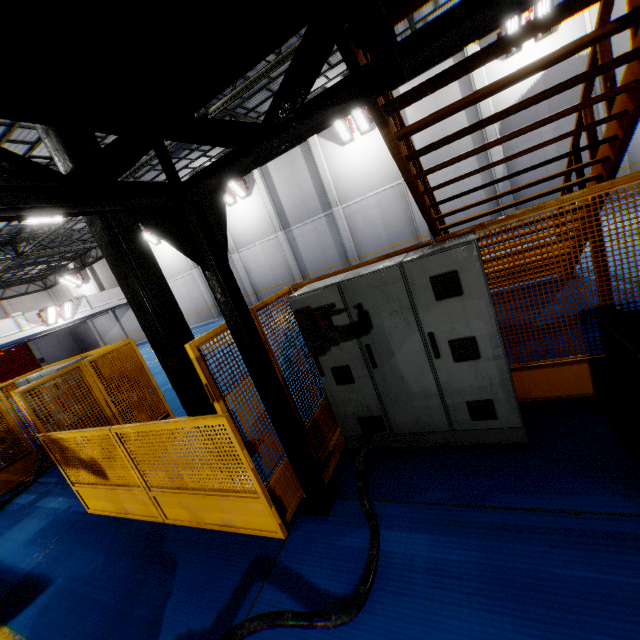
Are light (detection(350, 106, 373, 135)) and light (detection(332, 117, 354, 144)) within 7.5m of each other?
yes

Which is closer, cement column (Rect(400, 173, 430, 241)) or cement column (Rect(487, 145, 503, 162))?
cement column (Rect(487, 145, 503, 162))

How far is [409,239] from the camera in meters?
17.4 m

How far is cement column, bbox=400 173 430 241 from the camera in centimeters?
1636cm

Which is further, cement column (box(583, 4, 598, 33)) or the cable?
cement column (box(583, 4, 598, 33))

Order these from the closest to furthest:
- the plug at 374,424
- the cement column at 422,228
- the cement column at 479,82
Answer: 1. the plug at 374,424
2. the cement column at 479,82
3. the cement column at 422,228

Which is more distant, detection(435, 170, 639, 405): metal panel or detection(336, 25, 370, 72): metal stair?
detection(435, 170, 639, 405): metal panel

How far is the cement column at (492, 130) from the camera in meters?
14.1
